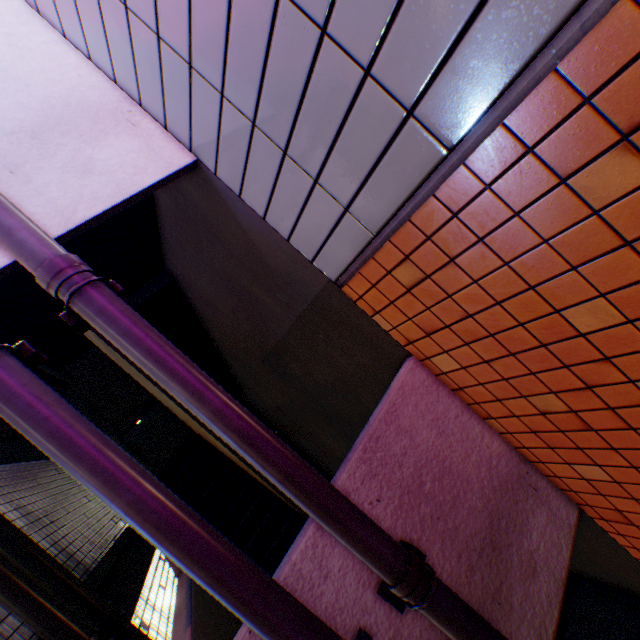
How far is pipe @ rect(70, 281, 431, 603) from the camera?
1.7 meters

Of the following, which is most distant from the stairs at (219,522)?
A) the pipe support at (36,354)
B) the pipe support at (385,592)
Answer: the pipe support at (36,354)

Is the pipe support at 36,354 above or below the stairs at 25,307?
below

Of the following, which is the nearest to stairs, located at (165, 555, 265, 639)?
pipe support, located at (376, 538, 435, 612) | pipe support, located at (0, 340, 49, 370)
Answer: pipe support, located at (376, 538, 435, 612)

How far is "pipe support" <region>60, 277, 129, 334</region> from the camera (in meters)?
1.67

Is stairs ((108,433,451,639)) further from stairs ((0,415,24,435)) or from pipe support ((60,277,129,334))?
pipe support ((60,277,129,334))

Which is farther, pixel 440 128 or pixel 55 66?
pixel 55 66

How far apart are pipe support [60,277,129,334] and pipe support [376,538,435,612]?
2.4m
